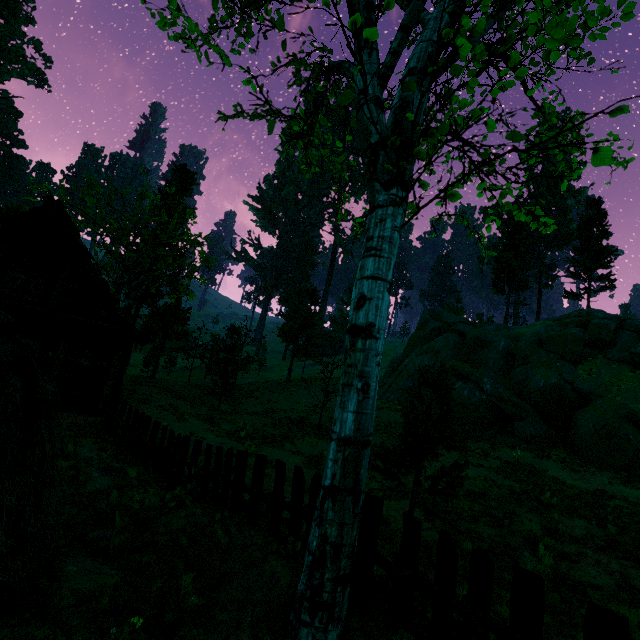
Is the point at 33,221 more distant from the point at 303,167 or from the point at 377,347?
the point at 377,347

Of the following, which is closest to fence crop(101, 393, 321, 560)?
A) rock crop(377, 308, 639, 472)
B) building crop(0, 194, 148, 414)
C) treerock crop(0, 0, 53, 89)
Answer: treerock crop(0, 0, 53, 89)

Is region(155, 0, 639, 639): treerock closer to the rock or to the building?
the building

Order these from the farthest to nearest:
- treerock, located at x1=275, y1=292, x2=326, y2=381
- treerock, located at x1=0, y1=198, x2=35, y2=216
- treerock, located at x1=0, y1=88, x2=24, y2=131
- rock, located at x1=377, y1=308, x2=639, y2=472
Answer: treerock, located at x1=0, y1=88, x2=24, y2=131
treerock, located at x1=275, y1=292, x2=326, y2=381
treerock, located at x1=0, y1=198, x2=35, y2=216
rock, located at x1=377, y1=308, x2=639, y2=472

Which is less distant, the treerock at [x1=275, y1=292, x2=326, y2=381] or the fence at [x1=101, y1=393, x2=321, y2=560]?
the fence at [x1=101, y1=393, x2=321, y2=560]

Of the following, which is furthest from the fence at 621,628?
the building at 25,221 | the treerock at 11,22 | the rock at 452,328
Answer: the rock at 452,328

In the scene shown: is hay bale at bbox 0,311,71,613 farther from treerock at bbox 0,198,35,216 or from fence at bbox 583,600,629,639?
treerock at bbox 0,198,35,216

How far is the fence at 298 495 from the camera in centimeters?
545cm
